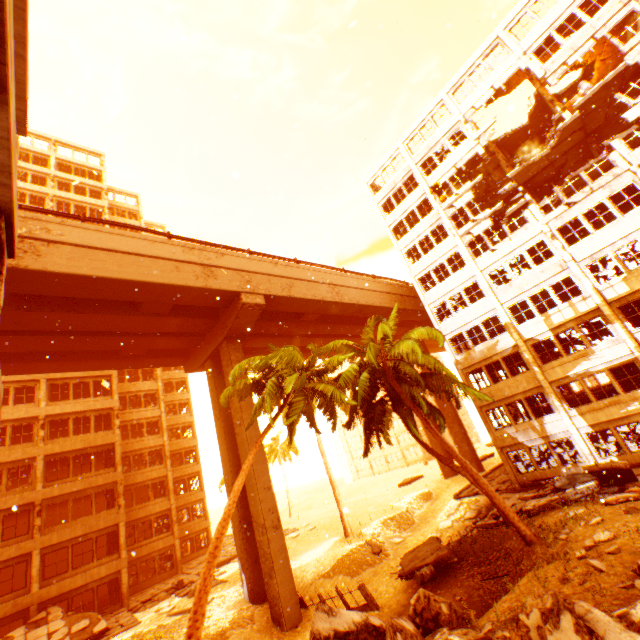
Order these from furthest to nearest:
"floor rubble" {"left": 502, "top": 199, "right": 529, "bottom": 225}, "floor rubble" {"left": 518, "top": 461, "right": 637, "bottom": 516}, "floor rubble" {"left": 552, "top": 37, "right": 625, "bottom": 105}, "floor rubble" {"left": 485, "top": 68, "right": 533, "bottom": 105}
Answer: "floor rubble" {"left": 485, "top": 68, "right": 533, "bottom": 105} → "floor rubble" {"left": 502, "top": 199, "right": 529, "bottom": 225} → "floor rubble" {"left": 552, "top": 37, "right": 625, "bottom": 105} → "floor rubble" {"left": 518, "top": 461, "right": 637, "bottom": 516}

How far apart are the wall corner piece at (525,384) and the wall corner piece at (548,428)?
2.2 meters

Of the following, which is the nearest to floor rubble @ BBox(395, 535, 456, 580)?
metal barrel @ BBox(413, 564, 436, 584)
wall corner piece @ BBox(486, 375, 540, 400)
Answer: metal barrel @ BBox(413, 564, 436, 584)

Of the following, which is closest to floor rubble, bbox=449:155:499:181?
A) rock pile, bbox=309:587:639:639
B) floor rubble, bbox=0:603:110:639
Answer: rock pile, bbox=309:587:639:639

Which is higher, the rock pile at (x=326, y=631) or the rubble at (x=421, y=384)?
the rubble at (x=421, y=384)

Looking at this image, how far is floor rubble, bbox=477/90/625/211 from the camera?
21.69m

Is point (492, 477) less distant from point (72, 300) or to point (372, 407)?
point (372, 407)

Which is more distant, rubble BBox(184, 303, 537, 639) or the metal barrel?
the metal barrel
